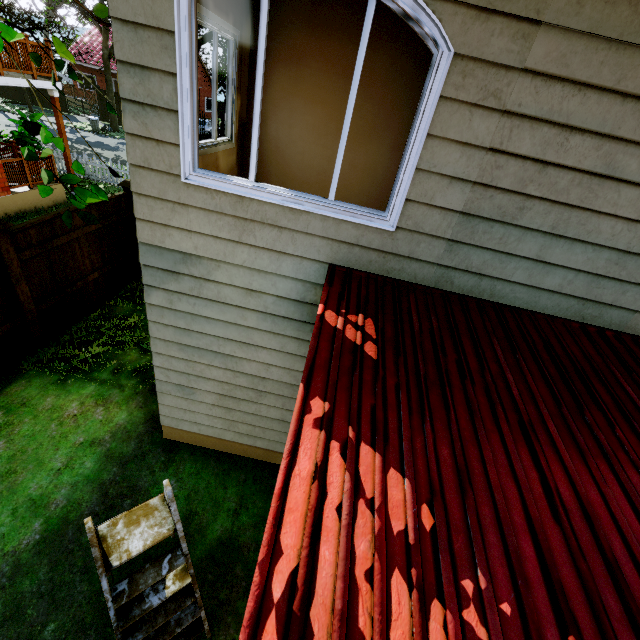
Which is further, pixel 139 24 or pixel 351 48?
pixel 351 48

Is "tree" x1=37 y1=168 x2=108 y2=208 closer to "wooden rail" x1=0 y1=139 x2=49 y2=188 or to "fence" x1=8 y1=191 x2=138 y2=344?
"fence" x1=8 y1=191 x2=138 y2=344

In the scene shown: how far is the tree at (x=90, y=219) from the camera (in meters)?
2.66

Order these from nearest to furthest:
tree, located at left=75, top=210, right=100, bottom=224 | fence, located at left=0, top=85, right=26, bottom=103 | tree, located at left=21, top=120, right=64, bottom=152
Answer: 1. tree, located at left=21, top=120, right=64, bottom=152
2. tree, located at left=75, top=210, right=100, bottom=224
3. fence, located at left=0, top=85, right=26, bottom=103

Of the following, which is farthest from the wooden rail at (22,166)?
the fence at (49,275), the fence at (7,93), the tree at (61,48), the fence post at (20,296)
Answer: the fence at (7,93)

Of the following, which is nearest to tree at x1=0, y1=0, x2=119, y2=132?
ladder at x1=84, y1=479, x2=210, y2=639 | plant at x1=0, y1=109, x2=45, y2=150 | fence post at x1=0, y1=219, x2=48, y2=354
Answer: ladder at x1=84, y1=479, x2=210, y2=639

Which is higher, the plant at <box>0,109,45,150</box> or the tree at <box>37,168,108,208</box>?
the tree at <box>37,168,108,208</box>

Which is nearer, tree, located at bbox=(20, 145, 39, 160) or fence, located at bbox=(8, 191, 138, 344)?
tree, located at bbox=(20, 145, 39, 160)
